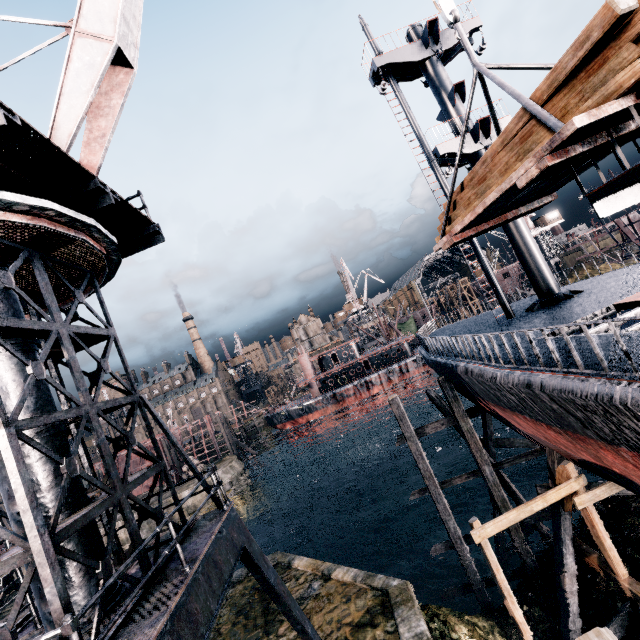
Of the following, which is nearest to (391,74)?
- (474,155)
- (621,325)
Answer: (474,155)

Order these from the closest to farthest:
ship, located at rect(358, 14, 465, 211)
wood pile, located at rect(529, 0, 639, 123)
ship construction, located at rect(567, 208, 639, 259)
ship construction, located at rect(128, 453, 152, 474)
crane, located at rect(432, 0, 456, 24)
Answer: wood pile, located at rect(529, 0, 639, 123), crane, located at rect(432, 0, 456, 24), ship, located at rect(358, 14, 465, 211), ship construction, located at rect(567, 208, 639, 259), ship construction, located at rect(128, 453, 152, 474)

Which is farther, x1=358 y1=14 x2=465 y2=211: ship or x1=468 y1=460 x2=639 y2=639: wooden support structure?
x1=358 y1=14 x2=465 y2=211: ship

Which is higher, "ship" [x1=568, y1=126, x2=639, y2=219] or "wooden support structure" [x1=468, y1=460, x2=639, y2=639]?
"ship" [x1=568, y1=126, x2=639, y2=219]

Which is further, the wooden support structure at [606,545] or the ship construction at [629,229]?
the ship construction at [629,229]

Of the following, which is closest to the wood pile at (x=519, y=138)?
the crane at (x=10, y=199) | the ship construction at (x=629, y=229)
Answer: the crane at (x=10, y=199)

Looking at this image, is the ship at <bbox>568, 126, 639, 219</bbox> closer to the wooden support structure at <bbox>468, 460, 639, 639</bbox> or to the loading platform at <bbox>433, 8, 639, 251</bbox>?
the wooden support structure at <bbox>468, 460, 639, 639</bbox>

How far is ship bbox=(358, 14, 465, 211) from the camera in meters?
16.9 m
